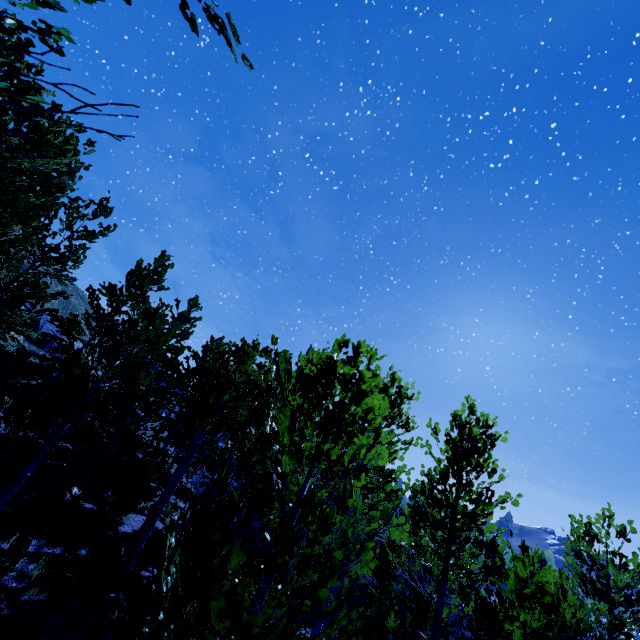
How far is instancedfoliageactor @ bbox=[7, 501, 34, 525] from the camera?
9.45m

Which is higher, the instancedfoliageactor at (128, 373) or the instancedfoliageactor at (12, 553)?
the instancedfoliageactor at (128, 373)

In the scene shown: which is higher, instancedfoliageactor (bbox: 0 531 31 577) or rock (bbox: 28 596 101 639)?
instancedfoliageactor (bbox: 0 531 31 577)

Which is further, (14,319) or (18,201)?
(14,319)

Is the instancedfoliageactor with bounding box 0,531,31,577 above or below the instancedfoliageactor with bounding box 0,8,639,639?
below

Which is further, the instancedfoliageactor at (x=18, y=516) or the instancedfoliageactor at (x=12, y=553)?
the instancedfoliageactor at (x=18, y=516)
